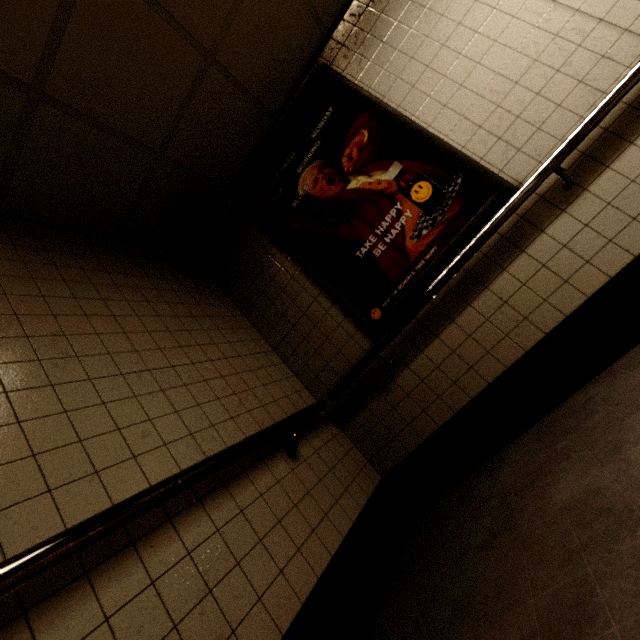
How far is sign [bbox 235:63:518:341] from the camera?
2.1 meters

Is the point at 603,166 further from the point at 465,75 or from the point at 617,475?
the point at 617,475

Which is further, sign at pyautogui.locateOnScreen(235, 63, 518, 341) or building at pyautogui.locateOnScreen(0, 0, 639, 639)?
sign at pyautogui.locateOnScreen(235, 63, 518, 341)

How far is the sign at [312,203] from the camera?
2.1 meters

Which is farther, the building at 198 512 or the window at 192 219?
the window at 192 219

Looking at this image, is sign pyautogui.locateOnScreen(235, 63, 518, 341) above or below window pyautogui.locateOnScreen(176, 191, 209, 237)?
below

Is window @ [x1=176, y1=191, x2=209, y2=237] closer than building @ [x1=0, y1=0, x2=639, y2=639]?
No

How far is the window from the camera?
2.46m
